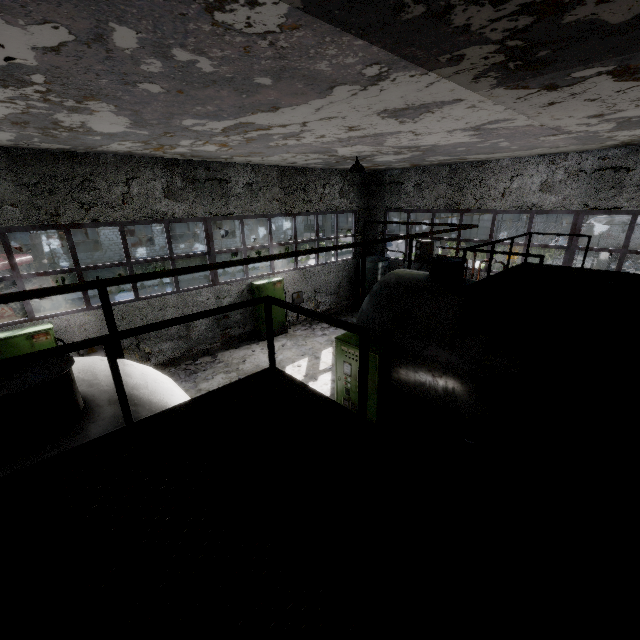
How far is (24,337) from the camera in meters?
8.3

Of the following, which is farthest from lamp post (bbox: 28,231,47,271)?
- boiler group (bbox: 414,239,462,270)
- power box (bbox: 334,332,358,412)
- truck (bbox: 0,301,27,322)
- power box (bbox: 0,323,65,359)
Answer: boiler group (bbox: 414,239,462,270)

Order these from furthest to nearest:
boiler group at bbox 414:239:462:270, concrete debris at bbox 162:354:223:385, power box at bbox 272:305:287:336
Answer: boiler group at bbox 414:239:462:270, power box at bbox 272:305:287:336, concrete debris at bbox 162:354:223:385

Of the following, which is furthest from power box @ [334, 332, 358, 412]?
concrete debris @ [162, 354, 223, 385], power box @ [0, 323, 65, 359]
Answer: power box @ [0, 323, 65, 359]

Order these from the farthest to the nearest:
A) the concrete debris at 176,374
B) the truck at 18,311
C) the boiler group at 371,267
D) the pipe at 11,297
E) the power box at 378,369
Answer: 1. the boiler group at 371,267
2. the truck at 18,311
3. the concrete debris at 176,374
4. the power box at 378,369
5. the pipe at 11,297

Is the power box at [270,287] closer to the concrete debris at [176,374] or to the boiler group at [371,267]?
the concrete debris at [176,374]

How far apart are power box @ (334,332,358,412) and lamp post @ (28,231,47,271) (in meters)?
12.63
